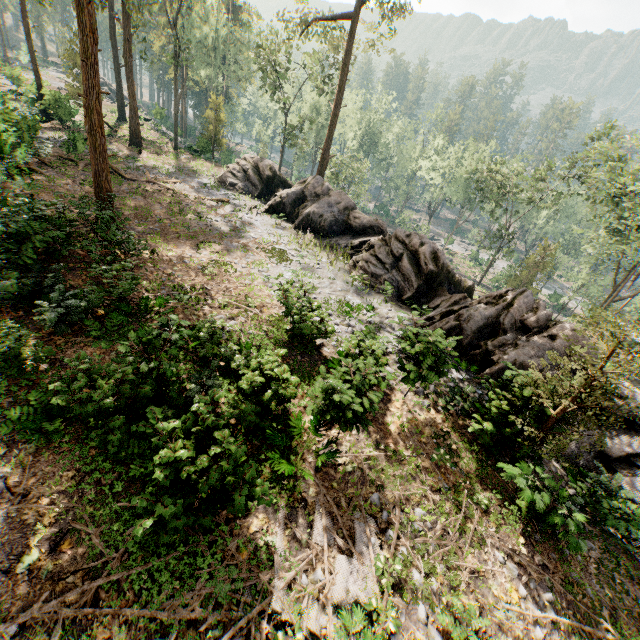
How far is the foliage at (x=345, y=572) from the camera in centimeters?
648cm

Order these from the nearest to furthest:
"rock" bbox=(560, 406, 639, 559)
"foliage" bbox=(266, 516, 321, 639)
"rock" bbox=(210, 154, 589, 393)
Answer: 1. "foliage" bbox=(266, 516, 321, 639)
2. "rock" bbox=(560, 406, 639, 559)
3. "rock" bbox=(210, 154, 589, 393)

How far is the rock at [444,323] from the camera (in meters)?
13.74

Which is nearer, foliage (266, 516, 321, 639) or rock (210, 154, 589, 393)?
foliage (266, 516, 321, 639)

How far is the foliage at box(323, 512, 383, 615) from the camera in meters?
6.5 m

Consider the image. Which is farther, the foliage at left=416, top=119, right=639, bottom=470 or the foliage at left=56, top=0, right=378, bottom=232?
the foliage at left=56, top=0, right=378, bottom=232

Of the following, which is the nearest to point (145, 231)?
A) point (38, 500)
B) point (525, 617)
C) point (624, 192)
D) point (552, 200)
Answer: point (38, 500)

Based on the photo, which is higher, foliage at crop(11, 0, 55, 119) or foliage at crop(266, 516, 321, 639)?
foliage at crop(11, 0, 55, 119)
